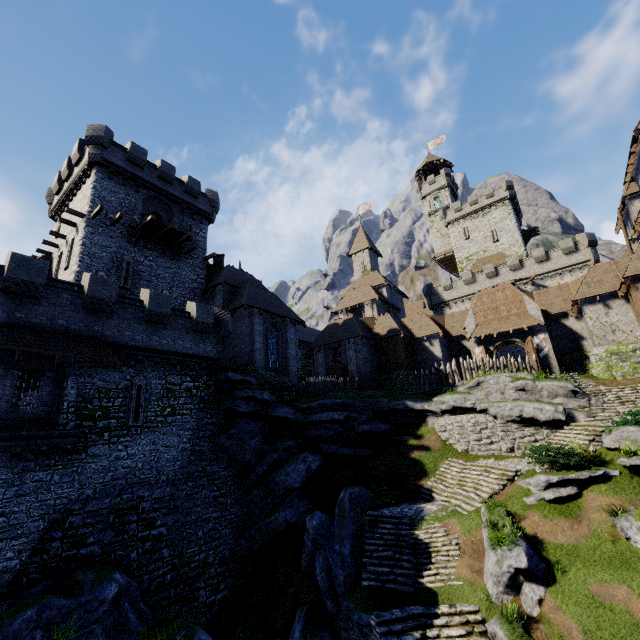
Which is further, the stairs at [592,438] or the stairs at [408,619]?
the stairs at [592,438]

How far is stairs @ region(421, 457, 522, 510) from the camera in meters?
16.2 m

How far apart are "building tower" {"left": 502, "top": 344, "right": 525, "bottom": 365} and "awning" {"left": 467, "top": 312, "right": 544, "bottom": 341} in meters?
14.8

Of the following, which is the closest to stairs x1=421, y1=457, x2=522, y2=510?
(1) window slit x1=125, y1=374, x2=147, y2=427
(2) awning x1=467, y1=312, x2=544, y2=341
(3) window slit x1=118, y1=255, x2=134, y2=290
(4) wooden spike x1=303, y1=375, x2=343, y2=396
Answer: (4) wooden spike x1=303, y1=375, x2=343, y2=396

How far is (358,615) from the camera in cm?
1237

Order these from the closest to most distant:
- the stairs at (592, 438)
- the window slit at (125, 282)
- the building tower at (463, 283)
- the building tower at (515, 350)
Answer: the stairs at (592, 438) < the window slit at (125, 282) < the building tower at (463, 283) < the building tower at (515, 350)

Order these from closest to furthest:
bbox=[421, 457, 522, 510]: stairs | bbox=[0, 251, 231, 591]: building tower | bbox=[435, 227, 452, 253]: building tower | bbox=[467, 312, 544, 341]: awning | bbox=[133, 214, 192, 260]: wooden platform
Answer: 1. bbox=[0, 251, 231, 591]: building tower
2. bbox=[421, 457, 522, 510]: stairs
3. bbox=[133, 214, 192, 260]: wooden platform
4. bbox=[467, 312, 544, 341]: awning
5. bbox=[435, 227, 452, 253]: building tower

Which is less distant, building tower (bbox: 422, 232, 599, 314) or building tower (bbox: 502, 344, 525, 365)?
building tower (bbox: 422, 232, 599, 314)
